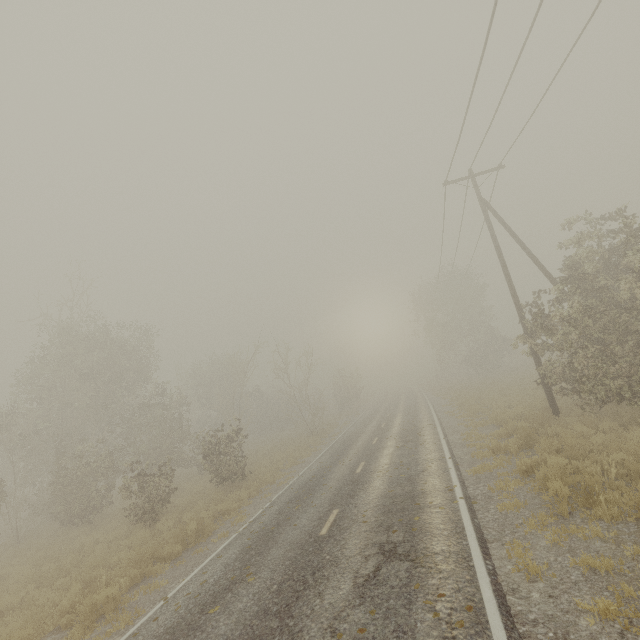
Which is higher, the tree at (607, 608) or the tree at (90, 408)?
the tree at (90, 408)

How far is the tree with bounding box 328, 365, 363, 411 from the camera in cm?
4334

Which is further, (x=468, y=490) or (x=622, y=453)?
(x=468, y=490)

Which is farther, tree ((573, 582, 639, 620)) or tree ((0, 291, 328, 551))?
tree ((0, 291, 328, 551))

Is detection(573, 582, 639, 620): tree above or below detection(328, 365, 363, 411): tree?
below

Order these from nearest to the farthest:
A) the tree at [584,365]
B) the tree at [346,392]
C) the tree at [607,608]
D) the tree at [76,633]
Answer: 1. the tree at [607,608]
2. the tree at [76,633]
3. the tree at [584,365]
4. the tree at [346,392]

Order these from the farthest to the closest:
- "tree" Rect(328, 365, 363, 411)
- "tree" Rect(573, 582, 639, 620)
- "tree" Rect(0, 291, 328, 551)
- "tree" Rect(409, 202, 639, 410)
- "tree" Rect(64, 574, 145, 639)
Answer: "tree" Rect(328, 365, 363, 411) → "tree" Rect(0, 291, 328, 551) → "tree" Rect(409, 202, 639, 410) → "tree" Rect(64, 574, 145, 639) → "tree" Rect(573, 582, 639, 620)
